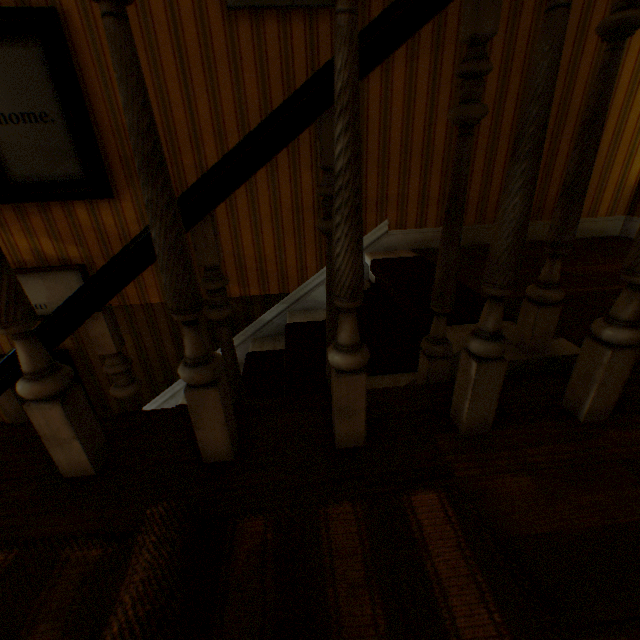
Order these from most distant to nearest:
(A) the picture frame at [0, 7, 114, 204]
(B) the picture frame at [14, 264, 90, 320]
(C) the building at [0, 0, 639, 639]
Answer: (B) the picture frame at [14, 264, 90, 320]
(A) the picture frame at [0, 7, 114, 204]
(C) the building at [0, 0, 639, 639]

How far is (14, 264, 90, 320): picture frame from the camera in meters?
2.4

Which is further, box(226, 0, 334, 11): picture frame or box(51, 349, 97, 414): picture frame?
box(51, 349, 97, 414): picture frame

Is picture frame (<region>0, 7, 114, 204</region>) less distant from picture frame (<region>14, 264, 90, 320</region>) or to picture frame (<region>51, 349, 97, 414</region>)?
picture frame (<region>14, 264, 90, 320</region>)

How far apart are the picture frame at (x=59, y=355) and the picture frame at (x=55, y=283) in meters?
0.3

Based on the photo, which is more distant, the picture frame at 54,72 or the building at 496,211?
the picture frame at 54,72

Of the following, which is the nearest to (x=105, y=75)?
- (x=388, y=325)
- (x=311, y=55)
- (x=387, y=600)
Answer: (x=311, y=55)

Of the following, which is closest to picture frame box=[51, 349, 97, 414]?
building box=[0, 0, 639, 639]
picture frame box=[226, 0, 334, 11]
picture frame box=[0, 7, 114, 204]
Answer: building box=[0, 0, 639, 639]
